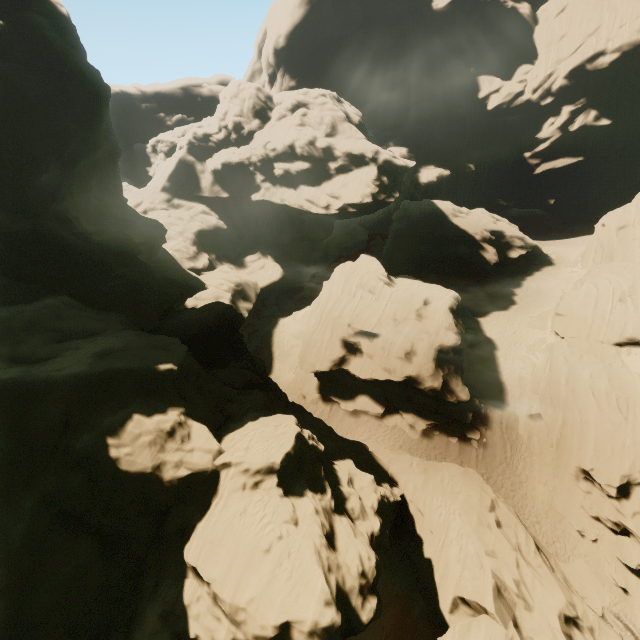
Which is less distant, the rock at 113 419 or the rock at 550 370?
the rock at 113 419

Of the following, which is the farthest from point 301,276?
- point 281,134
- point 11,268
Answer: point 11,268

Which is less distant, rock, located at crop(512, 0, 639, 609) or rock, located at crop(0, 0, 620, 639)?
rock, located at crop(0, 0, 620, 639)
